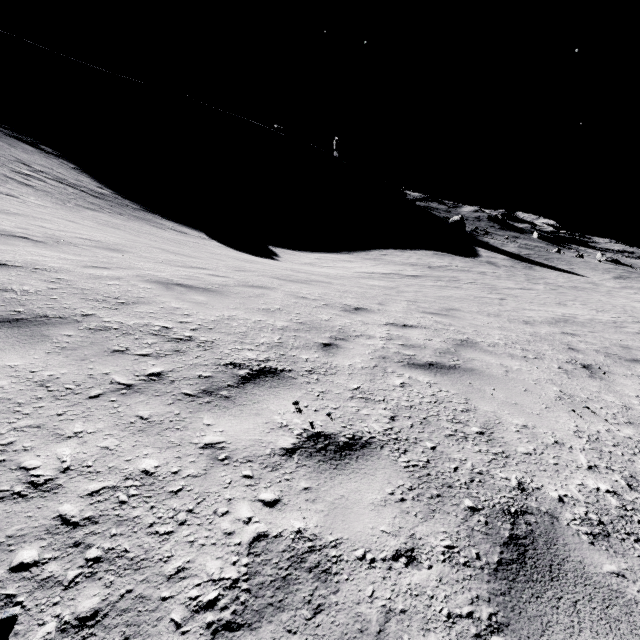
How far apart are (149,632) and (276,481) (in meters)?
0.80
